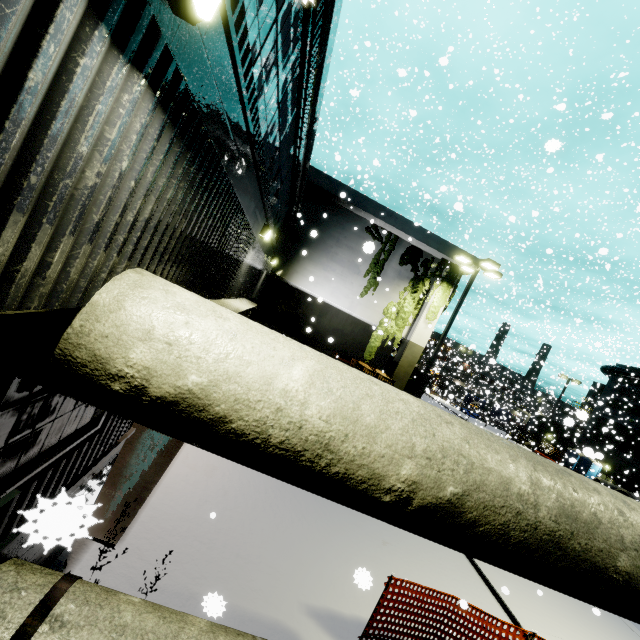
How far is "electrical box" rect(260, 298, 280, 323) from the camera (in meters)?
21.31

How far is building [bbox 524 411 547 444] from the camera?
35.9 meters

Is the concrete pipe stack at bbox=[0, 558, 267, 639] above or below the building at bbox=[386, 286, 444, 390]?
below

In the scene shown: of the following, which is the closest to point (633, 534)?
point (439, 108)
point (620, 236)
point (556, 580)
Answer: point (556, 580)

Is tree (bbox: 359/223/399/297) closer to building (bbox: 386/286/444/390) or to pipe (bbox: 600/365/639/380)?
building (bbox: 386/286/444/390)

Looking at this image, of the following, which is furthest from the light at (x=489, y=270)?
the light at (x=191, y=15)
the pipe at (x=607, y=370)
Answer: the pipe at (x=607, y=370)

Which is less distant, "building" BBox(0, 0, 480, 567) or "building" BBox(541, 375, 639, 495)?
"building" BBox(0, 0, 480, 567)

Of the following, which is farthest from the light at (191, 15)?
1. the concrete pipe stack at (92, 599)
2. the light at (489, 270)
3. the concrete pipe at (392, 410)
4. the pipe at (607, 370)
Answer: the pipe at (607, 370)
